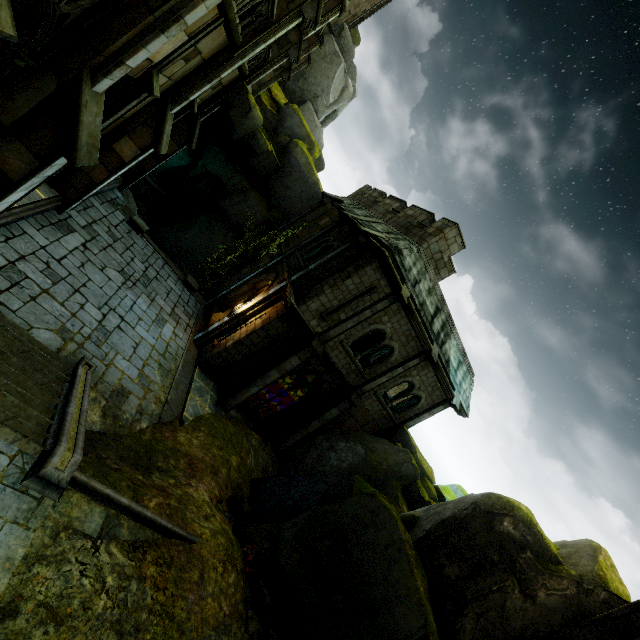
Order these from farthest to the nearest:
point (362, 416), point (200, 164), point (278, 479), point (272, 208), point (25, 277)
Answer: point (272, 208)
point (200, 164)
point (362, 416)
point (278, 479)
point (25, 277)

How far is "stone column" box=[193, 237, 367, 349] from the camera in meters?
14.6

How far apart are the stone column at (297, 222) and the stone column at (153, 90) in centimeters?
1281cm

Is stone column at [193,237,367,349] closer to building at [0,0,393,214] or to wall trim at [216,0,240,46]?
building at [0,0,393,214]

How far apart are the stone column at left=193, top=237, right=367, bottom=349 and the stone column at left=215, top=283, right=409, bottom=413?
2.04m

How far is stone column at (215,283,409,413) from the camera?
13.90m

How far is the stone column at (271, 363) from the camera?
13.90m

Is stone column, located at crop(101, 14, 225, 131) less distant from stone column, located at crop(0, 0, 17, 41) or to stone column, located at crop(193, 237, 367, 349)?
stone column, located at crop(0, 0, 17, 41)
